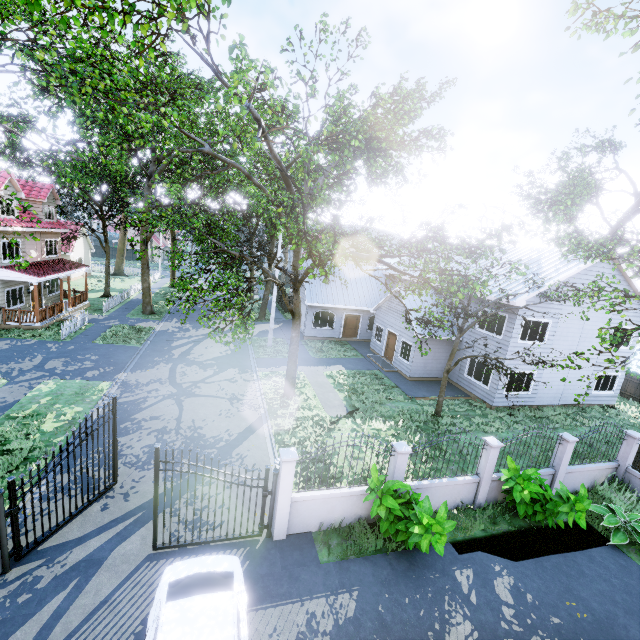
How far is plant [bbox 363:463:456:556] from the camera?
7.7 meters

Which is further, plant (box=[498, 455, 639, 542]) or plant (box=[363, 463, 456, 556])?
plant (box=[498, 455, 639, 542])

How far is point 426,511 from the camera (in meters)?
8.00

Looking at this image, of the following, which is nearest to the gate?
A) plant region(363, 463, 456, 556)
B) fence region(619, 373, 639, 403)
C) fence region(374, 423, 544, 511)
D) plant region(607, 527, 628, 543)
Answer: fence region(374, 423, 544, 511)

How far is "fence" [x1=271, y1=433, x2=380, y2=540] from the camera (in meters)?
8.22

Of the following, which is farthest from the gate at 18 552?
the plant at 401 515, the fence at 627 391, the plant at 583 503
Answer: the fence at 627 391

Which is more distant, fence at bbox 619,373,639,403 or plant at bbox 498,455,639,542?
fence at bbox 619,373,639,403

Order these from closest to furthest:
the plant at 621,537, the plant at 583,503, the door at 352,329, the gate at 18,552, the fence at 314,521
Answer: → the gate at 18,552 < the fence at 314,521 < the plant at 583,503 < the plant at 621,537 < the door at 352,329
